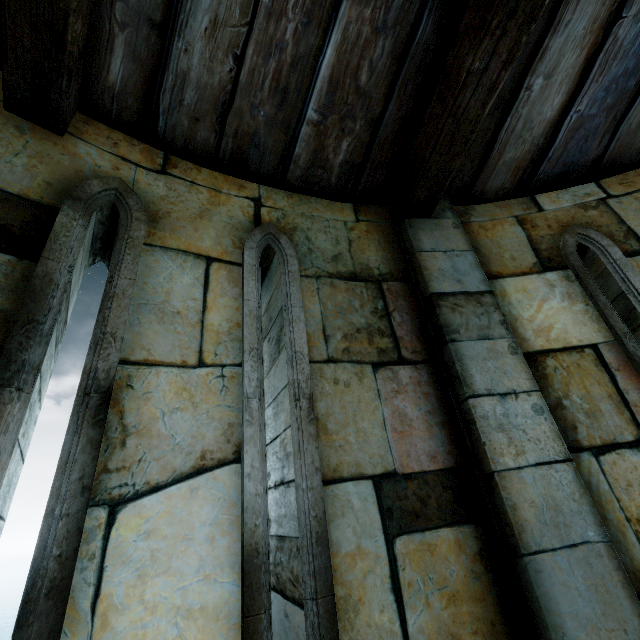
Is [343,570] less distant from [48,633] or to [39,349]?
[48,633]
